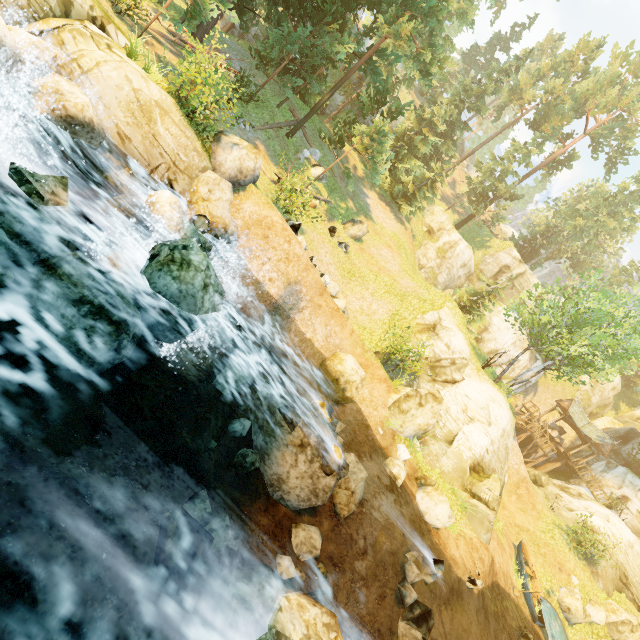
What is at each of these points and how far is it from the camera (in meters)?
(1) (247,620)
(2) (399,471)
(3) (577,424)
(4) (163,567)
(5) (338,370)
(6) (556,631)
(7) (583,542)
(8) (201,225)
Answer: (1) rock, 4.45
(2) rock, 12.39
(3) building, 33.88
(4) rock, 4.53
(5) rock, 13.45
(6) boat, 16.38
(7) bush, 20.16
(8) barrel, 10.62

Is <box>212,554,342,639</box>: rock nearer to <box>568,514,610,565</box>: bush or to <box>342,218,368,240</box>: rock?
<box>342,218,368,240</box>: rock

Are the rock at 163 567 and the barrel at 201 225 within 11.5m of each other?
yes

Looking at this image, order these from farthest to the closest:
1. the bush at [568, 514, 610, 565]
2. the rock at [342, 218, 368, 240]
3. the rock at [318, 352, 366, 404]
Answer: the rock at [342, 218, 368, 240], the bush at [568, 514, 610, 565], the rock at [318, 352, 366, 404]

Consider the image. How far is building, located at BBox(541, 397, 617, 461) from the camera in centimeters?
3195cm

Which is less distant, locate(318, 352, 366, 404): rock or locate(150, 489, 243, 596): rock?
locate(150, 489, 243, 596): rock

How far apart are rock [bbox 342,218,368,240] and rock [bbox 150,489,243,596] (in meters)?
20.02

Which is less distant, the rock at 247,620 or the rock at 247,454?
the rock at 247,620
